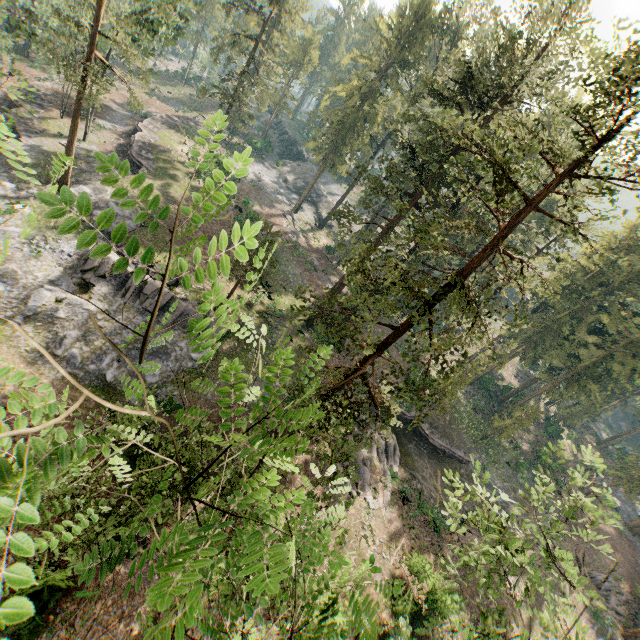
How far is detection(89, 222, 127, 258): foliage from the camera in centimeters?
129cm

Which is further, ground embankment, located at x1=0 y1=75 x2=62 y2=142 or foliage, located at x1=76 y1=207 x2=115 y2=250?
ground embankment, located at x1=0 y1=75 x2=62 y2=142

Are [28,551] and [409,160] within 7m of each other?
no

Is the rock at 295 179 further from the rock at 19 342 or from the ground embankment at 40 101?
the rock at 19 342

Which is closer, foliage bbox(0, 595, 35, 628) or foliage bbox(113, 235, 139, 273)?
foliage bbox(0, 595, 35, 628)

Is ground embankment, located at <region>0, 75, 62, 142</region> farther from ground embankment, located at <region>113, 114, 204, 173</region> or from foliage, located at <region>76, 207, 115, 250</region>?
ground embankment, located at <region>113, 114, 204, 173</region>

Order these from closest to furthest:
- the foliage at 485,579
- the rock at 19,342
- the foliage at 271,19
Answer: the foliage at 485,579 < the rock at 19,342 < the foliage at 271,19

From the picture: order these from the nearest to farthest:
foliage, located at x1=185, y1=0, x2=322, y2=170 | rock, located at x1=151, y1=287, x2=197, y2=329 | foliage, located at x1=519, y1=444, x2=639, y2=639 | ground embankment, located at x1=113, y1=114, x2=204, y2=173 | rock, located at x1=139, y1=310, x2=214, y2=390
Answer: foliage, located at x1=519, y1=444, x2=639, y2=639 → rock, located at x1=139, y1=310, x2=214, y2=390 → rock, located at x1=151, y1=287, x2=197, y2=329 → foliage, located at x1=185, y1=0, x2=322, y2=170 → ground embankment, located at x1=113, y1=114, x2=204, y2=173
